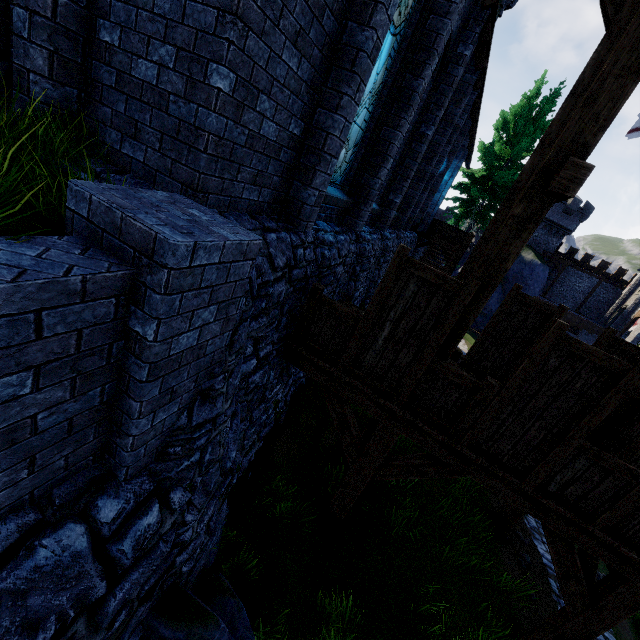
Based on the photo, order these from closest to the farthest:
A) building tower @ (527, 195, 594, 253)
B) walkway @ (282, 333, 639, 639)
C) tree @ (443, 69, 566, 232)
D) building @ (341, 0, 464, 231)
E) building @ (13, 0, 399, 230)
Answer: building @ (13, 0, 399, 230) → walkway @ (282, 333, 639, 639) → building @ (341, 0, 464, 231) → tree @ (443, 69, 566, 232) → building tower @ (527, 195, 594, 253)

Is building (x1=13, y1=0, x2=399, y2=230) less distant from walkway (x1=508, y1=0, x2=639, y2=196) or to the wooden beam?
walkway (x1=508, y1=0, x2=639, y2=196)

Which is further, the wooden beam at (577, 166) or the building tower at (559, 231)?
the building tower at (559, 231)

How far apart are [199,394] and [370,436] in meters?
3.5

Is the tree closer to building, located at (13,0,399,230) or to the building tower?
building, located at (13,0,399,230)

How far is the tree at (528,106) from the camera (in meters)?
21.03

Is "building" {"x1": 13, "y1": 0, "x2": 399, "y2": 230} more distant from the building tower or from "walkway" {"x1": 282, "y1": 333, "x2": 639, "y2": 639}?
the building tower

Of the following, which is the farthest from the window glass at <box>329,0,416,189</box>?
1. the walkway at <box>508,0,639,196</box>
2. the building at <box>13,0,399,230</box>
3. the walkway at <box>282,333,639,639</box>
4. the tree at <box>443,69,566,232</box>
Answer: the tree at <box>443,69,566,232</box>
